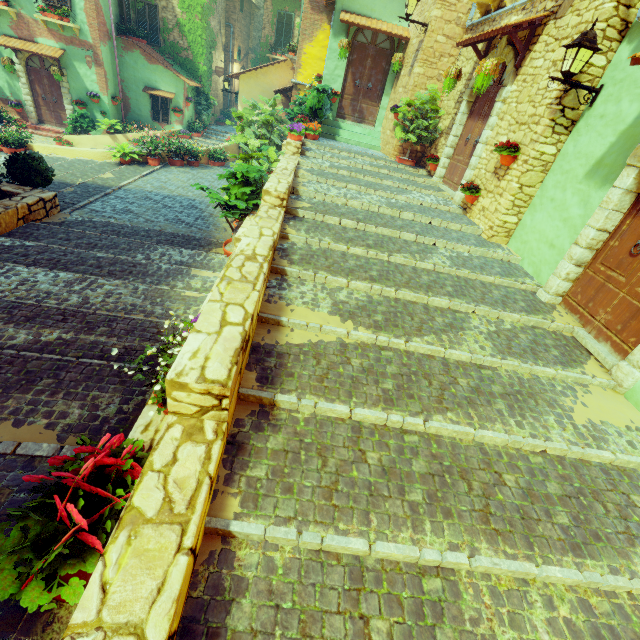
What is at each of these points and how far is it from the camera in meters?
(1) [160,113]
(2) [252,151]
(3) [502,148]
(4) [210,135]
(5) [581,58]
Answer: (1) window, 16.9
(2) flower pot, 8.4
(3) flower pot, 6.1
(4) stair, 18.5
(5) street light, 4.7

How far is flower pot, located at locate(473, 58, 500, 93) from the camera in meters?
6.3 m

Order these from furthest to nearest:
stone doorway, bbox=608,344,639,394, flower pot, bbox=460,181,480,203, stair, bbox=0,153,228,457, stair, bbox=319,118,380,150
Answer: stair, bbox=319,118,380,150 < flower pot, bbox=460,181,480,203 < stone doorway, bbox=608,344,639,394 < stair, bbox=0,153,228,457

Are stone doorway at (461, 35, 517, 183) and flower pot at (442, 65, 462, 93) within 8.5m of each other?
yes

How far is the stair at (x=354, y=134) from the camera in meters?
11.9

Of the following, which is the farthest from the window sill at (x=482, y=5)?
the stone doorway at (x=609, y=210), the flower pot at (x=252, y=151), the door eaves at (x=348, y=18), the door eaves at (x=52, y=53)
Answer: the door eaves at (x=52, y=53)

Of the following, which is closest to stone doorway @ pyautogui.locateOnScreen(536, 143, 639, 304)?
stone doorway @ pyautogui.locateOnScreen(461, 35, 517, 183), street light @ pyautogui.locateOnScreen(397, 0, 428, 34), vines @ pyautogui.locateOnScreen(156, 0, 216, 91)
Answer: stone doorway @ pyautogui.locateOnScreen(461, 35, 517, 183)

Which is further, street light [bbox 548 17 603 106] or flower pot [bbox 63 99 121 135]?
flower pot [bbox 63 99 121 135]
